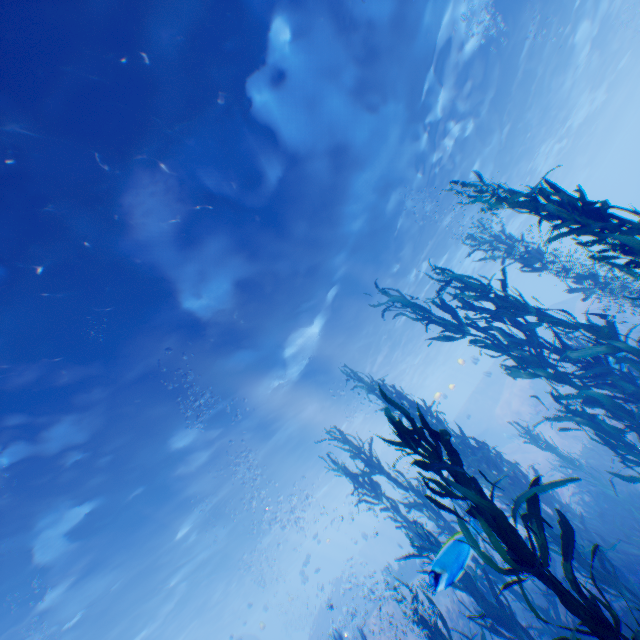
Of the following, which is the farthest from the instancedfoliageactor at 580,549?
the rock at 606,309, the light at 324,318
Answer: the light at 324,318

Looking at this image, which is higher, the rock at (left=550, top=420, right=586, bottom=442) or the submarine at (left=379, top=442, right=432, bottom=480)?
the submarine at (left=379, top=442, right=432, bottom=480)

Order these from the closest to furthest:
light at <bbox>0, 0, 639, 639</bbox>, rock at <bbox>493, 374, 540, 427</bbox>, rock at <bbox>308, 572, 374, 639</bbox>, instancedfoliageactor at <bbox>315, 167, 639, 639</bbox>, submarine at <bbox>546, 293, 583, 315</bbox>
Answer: instancedfoliageactor at <bbox>315, 167, 639, 639</bbox> < light at <bbox>0, 0, 639, 639</bbox> < rock at <bbox>308, 572, 374, 639</bbox> < rock at <bbox>493, 374, 540, 427</bbox> < submarine at <bbox>546, 293, 583, 315</bbox>

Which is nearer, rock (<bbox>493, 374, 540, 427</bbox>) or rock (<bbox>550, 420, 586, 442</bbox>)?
rock (<bbox>550, 420, 586, 442</bbox>)

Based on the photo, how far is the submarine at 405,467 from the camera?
36.1 meters

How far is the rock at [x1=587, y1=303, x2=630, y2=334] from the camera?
Answer: 19.0m

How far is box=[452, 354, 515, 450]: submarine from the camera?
32.5m

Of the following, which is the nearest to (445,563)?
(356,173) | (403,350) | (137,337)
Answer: (137,337)
